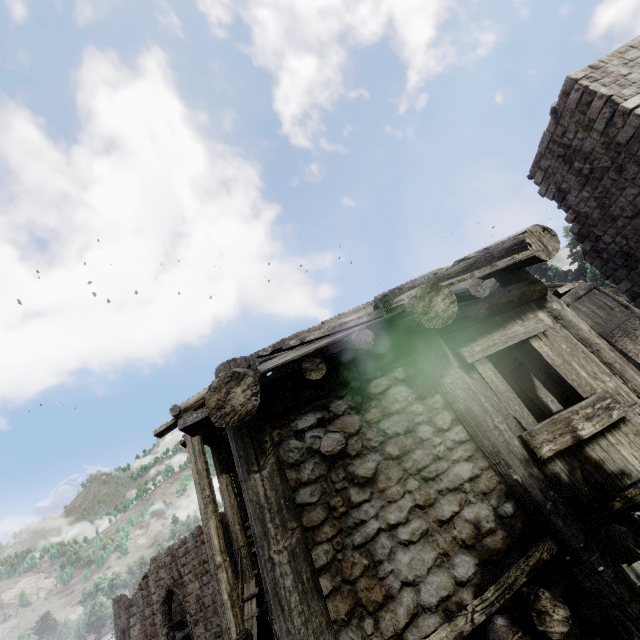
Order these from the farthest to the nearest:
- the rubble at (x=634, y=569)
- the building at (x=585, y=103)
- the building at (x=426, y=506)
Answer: the building at (x=585, y=103)
the rubble at (x=634, y=569)
the building at (x=426, y=506)

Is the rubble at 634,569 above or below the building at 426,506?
below

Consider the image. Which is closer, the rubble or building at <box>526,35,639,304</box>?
the rubble

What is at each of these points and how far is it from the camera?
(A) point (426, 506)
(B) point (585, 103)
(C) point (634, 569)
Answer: (A) building, 3.3m
(B) building, 10.7m
(C) rubble, 6.7m

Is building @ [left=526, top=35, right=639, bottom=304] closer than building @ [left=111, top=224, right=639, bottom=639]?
No

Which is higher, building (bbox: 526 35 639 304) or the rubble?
building (bbox: 526 35 639 304)

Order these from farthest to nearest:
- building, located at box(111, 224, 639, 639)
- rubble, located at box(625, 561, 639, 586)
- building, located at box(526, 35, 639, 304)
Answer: building, located at box(526, 35, 639, 304) → rubble, located at box(625, 561, 639, 586) → building, located at box(111, 224, 639, 639)
